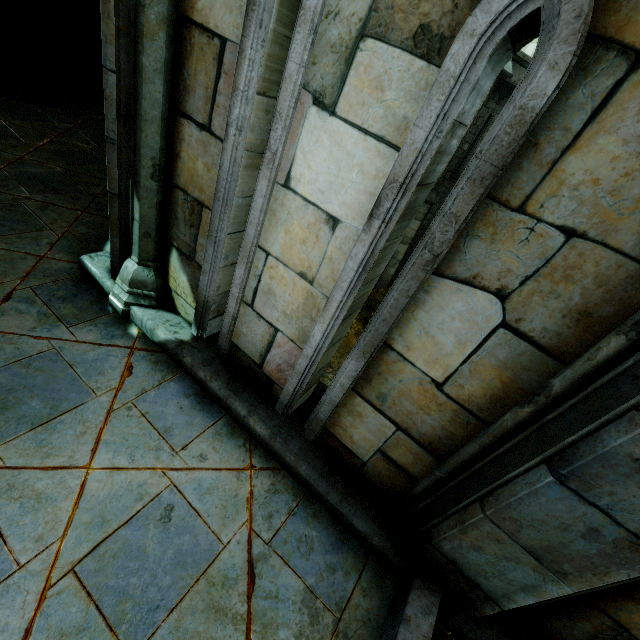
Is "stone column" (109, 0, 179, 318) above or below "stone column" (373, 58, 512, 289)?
above

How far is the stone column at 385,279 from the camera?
10.92m

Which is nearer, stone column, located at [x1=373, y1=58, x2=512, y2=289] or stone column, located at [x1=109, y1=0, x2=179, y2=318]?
stone column, located at [x1=109, y1=0, x2=179, y2=318]

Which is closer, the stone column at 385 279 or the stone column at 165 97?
the stone column at 165 97

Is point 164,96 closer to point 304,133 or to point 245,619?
point 304,133

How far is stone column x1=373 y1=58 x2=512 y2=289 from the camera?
10.92m
